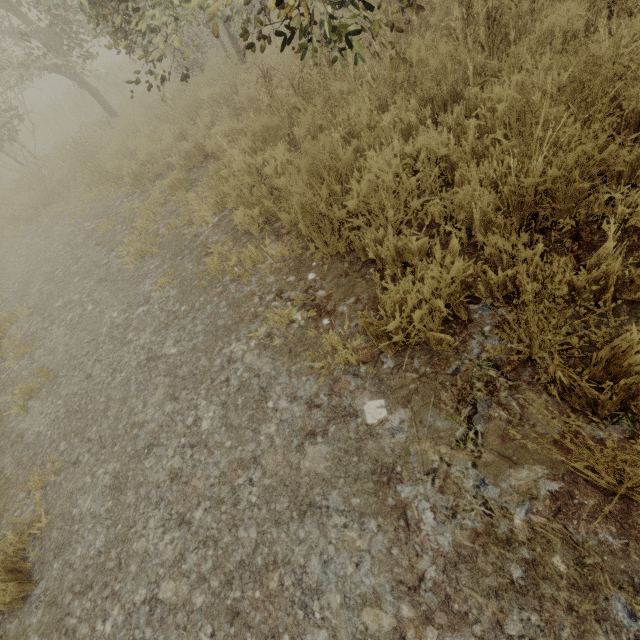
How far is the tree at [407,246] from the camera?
2.4m

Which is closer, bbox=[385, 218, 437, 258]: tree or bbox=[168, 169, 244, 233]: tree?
bbox=[385, 218, 437, 258]: tree

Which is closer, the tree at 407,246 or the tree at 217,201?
the tree at 407,246

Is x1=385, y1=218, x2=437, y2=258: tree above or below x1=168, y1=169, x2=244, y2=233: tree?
above

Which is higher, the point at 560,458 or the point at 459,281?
the point at 459,281

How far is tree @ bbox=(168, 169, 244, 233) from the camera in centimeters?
391cm
